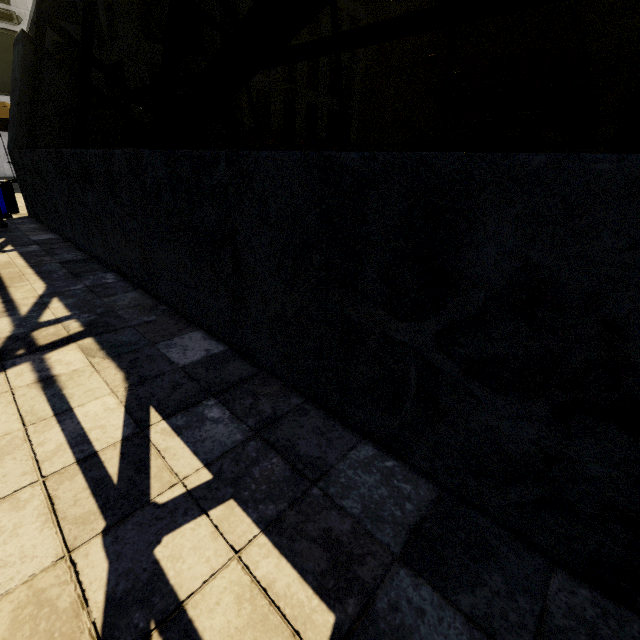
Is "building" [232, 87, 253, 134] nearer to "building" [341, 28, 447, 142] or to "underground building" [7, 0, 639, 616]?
"underground building" [7, 0, 639, 616]

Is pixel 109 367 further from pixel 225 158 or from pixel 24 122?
pixel 24 122

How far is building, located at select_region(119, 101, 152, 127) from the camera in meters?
21.3 m

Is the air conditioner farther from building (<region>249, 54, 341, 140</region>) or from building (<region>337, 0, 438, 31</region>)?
building (<region>337, 0, 438, 31</region>)

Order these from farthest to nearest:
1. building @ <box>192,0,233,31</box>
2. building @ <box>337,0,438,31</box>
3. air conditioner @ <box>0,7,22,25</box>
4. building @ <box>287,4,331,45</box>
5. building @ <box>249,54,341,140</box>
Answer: building @ <box>337,0,438,31</box>
building @ <box>287,4,331,45</box>
building @ <box>249,54,341,140</box>
building @ <box>192,0,233,31</box>
air conditioner @ <box>0,7,22,25</box>

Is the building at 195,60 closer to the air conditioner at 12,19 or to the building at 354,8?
the air conditioner at 12,19
